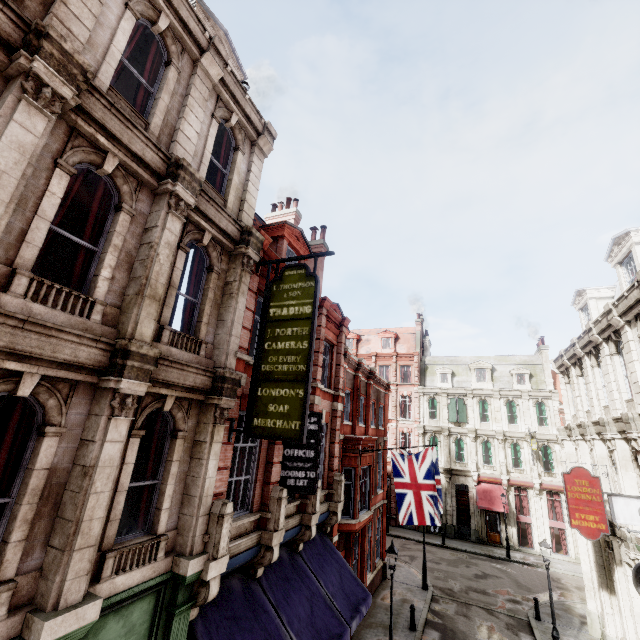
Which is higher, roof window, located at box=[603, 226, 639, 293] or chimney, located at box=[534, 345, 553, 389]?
chimney, located at box=[534, 345, 553, 389]

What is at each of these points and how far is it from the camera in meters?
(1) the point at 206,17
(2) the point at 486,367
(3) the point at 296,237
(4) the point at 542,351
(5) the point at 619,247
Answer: (1) roof window, 10.1
(2) roof window, 35.1
(3) roof window, 14.1
(4) chimney, 33.7
(5) roof window, 13.3

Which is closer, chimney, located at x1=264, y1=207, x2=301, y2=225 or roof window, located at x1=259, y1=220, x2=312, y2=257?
roof window, located at x1=259, y1=220, x2=312, y2=257

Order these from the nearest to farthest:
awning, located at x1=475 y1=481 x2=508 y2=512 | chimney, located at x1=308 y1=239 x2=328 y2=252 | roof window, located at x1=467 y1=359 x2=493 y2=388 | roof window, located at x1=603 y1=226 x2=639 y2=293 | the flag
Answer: roof window, located at x1=603 y1=226 x2=639 y2=293 → the flag → chimney, located at x1=308 y1=239 x2=328 y2=252 → awning, located at x1=475 y1=481 x2=508 y2=512 → roof window, located at x1=467 y1=359 x2=493 y2=388

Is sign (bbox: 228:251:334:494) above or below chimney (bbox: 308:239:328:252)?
below

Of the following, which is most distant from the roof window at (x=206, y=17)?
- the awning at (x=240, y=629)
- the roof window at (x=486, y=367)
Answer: the roof window at (x=486, y=367)

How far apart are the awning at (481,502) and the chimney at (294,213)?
27.7 meters

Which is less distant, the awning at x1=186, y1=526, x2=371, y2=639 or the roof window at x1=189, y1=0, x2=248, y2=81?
the awning at x1=186, y1=526, x2=371, y2=639
